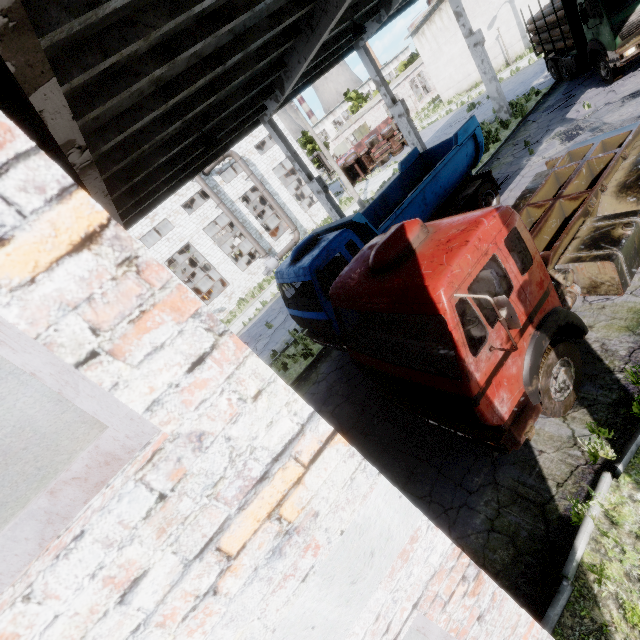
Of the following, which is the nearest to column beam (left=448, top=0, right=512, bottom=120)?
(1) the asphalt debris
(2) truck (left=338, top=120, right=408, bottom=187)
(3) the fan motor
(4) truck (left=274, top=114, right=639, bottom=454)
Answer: (1) the asphalt debris

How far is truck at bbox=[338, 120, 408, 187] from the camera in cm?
3319

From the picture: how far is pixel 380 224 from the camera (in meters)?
12.24

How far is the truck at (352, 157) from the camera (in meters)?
33.19

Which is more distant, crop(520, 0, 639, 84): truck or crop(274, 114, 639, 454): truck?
crop(520, 0, 639, 84): truck

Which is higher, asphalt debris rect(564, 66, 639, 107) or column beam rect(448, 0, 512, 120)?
column beam rect(448, 0, 512, 120)

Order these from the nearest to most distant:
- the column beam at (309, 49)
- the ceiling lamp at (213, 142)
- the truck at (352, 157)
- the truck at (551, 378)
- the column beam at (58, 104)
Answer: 1. the column beam at (58, 104)
2. the truck at (551, 378)
3. the column beam at (309, 49)
4. the ceiling lamp at (213, 142)
5. the truck at (352, 157)

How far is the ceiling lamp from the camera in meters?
8.8
